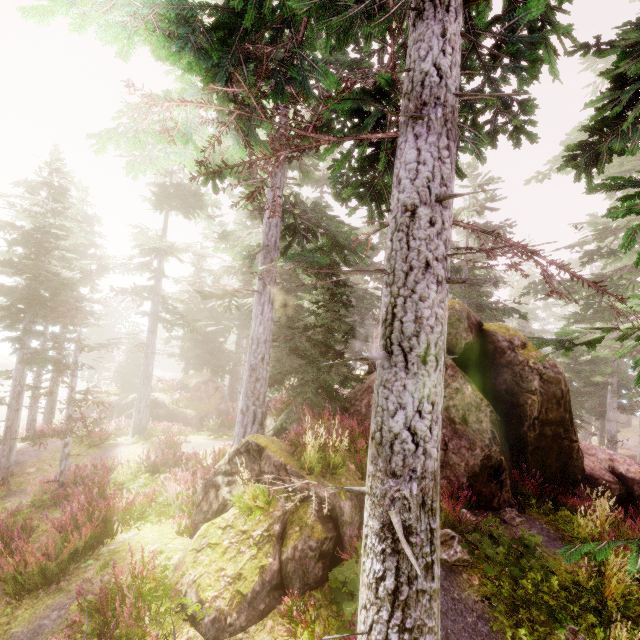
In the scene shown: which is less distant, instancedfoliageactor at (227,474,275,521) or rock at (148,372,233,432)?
instancedfoliageactor at (227,474,275,521)

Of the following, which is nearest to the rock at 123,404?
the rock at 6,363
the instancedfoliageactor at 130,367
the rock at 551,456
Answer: the instancedfoliageactor at 130,367

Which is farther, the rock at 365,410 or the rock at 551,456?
the rock at 365,410

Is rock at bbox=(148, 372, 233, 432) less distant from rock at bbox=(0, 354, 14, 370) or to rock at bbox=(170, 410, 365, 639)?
rock at bbox=(170, 410, 365, 639)

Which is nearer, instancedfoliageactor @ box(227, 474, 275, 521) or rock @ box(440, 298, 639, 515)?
instancedfoliageactor @ box(227, 474, 275, 521)

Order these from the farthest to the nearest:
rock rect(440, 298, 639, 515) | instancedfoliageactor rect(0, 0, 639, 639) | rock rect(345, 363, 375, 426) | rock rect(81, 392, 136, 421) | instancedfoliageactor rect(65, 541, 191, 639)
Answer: rock rect(81, 392, 136, 421)
rock rect(345, 363, 375, 426)
rock rect(440, 298, 639, 515)
instancedfoliageactor rect(65, 541, 191, 639)
instancedfoliageactor rect(0, 0, 639, 639)

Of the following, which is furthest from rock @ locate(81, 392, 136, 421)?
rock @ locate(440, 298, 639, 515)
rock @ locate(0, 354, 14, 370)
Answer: rock @ locate(0, 354, 14, 370)

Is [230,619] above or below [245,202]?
below
